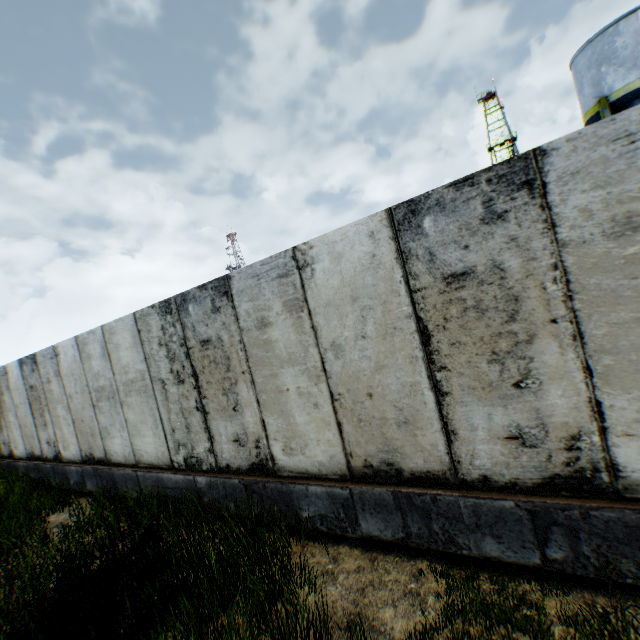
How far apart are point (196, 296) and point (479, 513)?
4.49m
